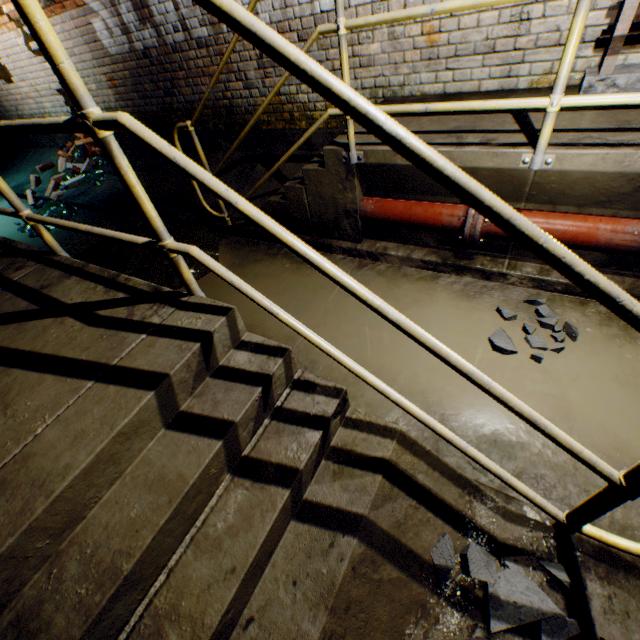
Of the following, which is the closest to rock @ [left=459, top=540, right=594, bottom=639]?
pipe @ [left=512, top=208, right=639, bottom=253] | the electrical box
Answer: pipe @ [left=512, top=208, right=639, bottom=253]

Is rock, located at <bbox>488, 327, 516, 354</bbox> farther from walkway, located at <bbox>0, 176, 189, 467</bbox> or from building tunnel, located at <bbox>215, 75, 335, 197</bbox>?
walkway, located at <bbox>0, 176, 189, 467</bbox>

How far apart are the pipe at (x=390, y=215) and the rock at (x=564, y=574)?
2.11m

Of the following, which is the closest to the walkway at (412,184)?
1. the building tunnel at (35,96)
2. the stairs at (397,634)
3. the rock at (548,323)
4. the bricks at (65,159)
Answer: the building tunnel at (35,96)

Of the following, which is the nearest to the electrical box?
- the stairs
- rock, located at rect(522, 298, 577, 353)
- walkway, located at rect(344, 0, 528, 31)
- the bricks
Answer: walkway, located at rect(344, 0, 528, 31)

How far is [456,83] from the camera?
3.03m

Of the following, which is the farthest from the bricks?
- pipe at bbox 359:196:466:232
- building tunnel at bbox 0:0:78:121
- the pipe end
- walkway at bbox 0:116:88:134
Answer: the pipe end

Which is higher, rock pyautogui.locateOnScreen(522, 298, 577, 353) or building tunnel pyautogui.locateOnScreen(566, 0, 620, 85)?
building tunnel pyautogui.locateOnScreen(566, 0, 620, 85)
